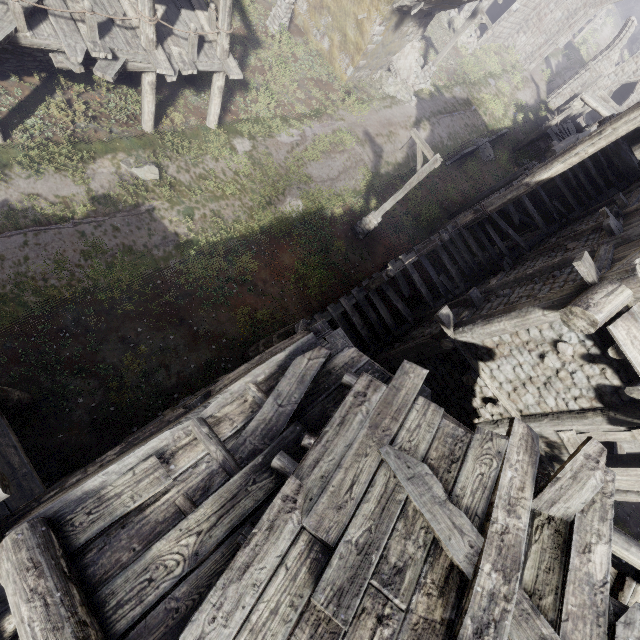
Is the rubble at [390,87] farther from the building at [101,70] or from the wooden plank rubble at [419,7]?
the wooden plank rubble at [419,7]

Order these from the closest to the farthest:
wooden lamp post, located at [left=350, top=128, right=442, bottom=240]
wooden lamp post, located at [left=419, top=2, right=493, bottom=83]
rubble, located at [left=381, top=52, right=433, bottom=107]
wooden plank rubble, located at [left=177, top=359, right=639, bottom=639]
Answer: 1. wooden plank rubble, located at [left=177, top=359, right=639, bottom=639]
2. wooden lamp post, located at [left=350, top=128, right=442, bottom=240]
3. wooden lamp post, located at [left=419, top=2, right=493, bottom=83]
4. rubble, located at [left=381, top=52, right=433, bottom=107]

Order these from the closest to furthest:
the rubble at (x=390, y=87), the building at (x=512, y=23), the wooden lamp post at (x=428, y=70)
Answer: the wooden lamp post at (x=428, y=70), the rubble at (x=390, y=87), the building at (x=512, y=23)

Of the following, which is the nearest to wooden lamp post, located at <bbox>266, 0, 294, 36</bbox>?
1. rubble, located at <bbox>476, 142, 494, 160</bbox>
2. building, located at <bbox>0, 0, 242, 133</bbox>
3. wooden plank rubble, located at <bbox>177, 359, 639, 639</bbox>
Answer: building, located at <bbox>0, 0, 242, 133</bbox>

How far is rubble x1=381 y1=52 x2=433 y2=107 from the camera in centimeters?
2011cm

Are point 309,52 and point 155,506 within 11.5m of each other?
no

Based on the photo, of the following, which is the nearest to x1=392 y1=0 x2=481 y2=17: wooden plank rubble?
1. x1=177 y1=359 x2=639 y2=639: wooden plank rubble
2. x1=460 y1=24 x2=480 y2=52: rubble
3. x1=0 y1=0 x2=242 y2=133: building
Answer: x1=0 y1=0 x2=242 y2=133: building

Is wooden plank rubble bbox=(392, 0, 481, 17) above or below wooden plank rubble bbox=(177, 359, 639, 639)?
below
